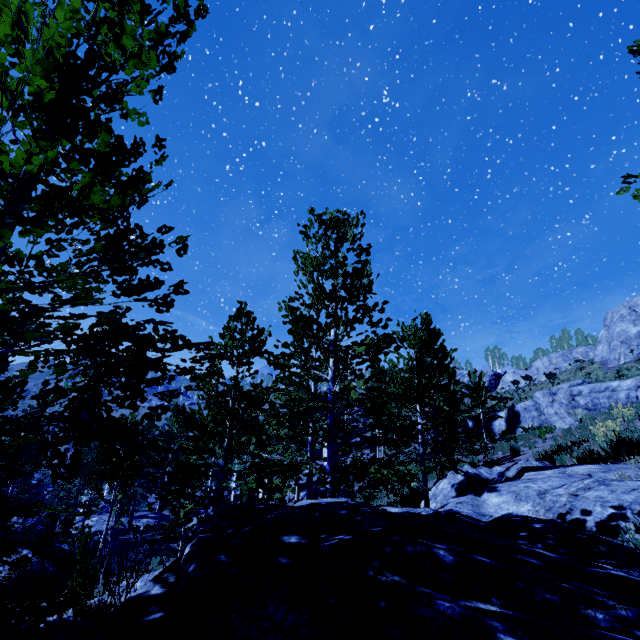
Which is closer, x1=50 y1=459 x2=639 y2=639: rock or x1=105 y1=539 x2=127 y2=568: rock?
x1=50 y1=459 x2=639 y2=639: rock

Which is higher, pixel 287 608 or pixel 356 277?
pixel 356 277

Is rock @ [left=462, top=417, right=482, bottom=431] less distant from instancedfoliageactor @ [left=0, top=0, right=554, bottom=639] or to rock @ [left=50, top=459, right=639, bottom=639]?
instancedfoliageactor @ [left=0, top=0, right=554, bottom=639]

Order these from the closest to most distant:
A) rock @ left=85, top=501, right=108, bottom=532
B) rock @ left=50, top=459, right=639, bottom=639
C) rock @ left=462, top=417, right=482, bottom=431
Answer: rock @ left=50, top=459, right=639, bottom=639 < rock @ left=462, top=417, right=482, bottom=431 < rock @ left=85, top=501, right=108, bottom=532

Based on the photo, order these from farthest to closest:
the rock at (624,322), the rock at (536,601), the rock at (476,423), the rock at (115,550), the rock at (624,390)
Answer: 1. the rock at (624,322)
2. the rock at (476,423)
3. the rock at (115,550)
4. the rock at (624,390)
5. the rock at (536,601)

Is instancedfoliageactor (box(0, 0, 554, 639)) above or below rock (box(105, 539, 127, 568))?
above

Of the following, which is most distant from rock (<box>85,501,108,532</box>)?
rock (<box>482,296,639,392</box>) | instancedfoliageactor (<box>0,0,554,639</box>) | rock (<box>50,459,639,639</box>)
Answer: rock (<box>482,296,639,392</box>)

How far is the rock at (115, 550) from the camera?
18.77m
